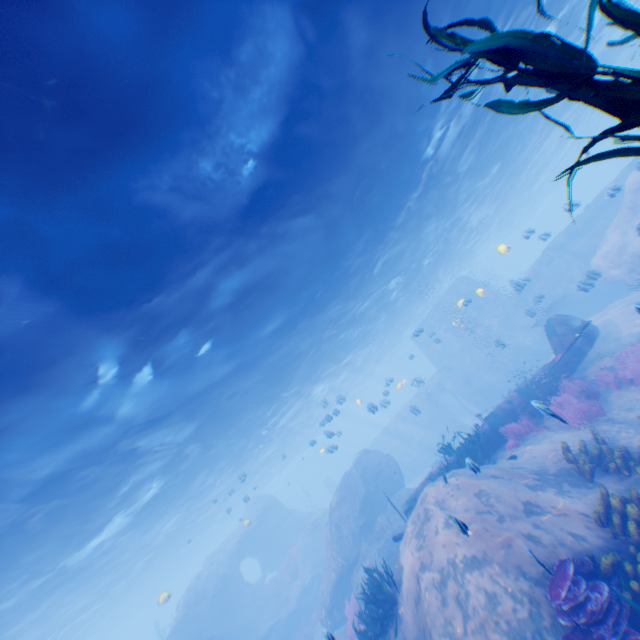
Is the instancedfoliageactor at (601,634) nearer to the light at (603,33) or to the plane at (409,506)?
the light at (603,33)

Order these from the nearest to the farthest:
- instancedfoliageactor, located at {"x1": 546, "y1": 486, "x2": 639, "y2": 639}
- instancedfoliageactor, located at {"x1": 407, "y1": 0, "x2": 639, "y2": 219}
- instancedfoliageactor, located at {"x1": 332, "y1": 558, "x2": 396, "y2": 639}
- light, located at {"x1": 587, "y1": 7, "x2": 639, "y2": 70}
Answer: instancedfoliageactor, located at {"x1": 407, "y1": 0, "x2": 639, "y2": 219} < instancedfoliageactor, located at {"x1": 546, "y1": 486, "x2": 639, "y2": 639} < instancedfoliageactor, located at {"x1": 332, "y1": 558, "x2": 396, "y2": 639} < light, located at {"x1": 587, "y1": 7, "x2": 639, "y2": 70}

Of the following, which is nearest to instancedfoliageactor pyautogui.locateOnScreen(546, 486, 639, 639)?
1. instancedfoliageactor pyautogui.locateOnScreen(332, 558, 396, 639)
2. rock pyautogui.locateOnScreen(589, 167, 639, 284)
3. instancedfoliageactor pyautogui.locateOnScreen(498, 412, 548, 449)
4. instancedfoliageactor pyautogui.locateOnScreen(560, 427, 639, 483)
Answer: rock pyautogui.locateOnScreen(589, 167, 639, 284)

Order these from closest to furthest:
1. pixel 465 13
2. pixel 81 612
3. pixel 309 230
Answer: pixel 465 13
pixel 309 230
pixel 81 612

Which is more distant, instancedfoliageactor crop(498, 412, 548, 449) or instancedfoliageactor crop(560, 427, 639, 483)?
instancedfoliageactor crop(498, 412, 548, 449)

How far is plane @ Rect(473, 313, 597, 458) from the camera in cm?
1217

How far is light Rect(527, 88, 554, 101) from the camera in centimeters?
1788cm

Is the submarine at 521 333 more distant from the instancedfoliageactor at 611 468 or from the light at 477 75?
the instancedfoliageactor at 611 468
